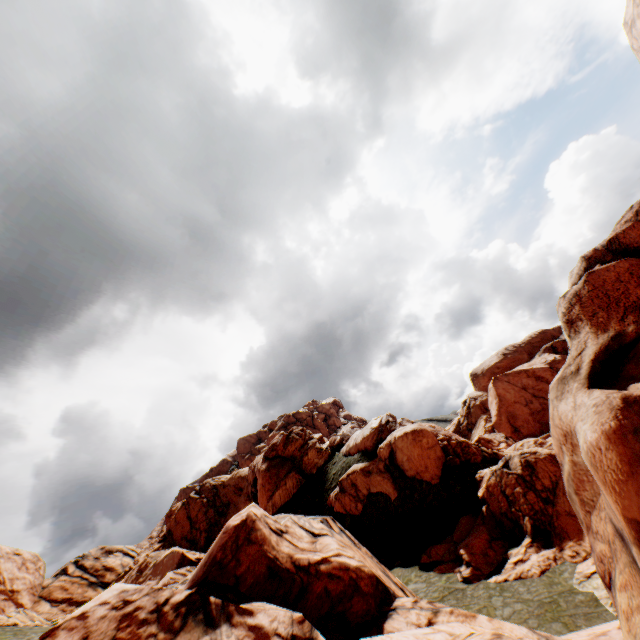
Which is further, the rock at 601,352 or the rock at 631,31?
the rock at 601,352

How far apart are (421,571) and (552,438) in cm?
1861

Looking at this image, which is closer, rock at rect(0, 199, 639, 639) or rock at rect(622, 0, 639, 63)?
rock at rect(622, 0, 639, 63)
